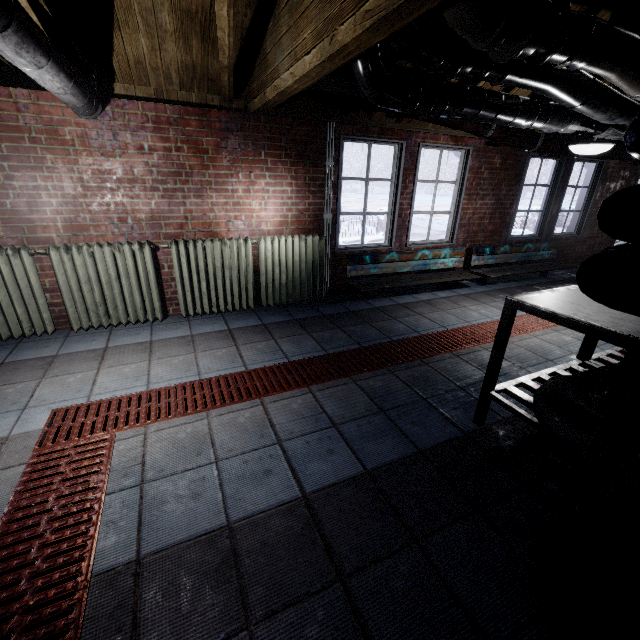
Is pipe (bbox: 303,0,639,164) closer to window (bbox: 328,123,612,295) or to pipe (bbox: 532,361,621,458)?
window (bbox: 328,123,612,295)

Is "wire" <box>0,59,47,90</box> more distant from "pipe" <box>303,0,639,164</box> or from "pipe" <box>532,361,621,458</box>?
"pipe" <box>532,361,621,458</box>

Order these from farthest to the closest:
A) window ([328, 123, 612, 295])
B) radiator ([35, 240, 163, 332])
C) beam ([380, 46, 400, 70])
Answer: window ([328, 123, 612, 295]) < radiator ([35, 240, 163, 332]) < beam ([380, 46, 400, 70])

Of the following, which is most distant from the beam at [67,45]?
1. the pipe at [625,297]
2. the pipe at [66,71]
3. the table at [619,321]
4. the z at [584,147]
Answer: the z at [584,147]

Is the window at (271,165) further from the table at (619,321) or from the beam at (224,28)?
the table at (619,321)

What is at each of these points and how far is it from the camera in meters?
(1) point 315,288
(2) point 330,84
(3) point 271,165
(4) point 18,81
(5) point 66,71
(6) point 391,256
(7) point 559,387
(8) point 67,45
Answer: (1) radiator, 4.0
(2) wire, 2.2
(3) window, 3.4
(4) wire, 2.3
(5) pipe, 1.6
(6) bench, 4.3
(7) pipe, 1.5
(8) beam, 2.1

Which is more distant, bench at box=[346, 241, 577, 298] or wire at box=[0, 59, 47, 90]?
bench at box=[346, 241, 577, 298]

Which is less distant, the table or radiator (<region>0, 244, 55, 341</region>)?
the table
